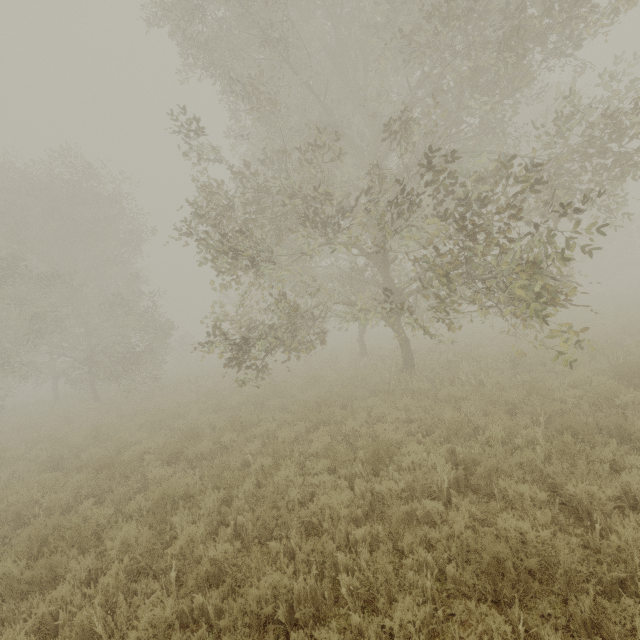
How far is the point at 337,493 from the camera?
5.08m
